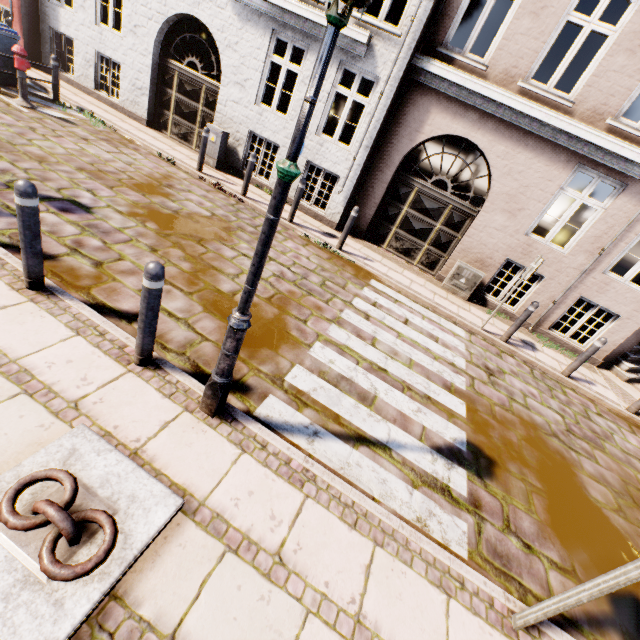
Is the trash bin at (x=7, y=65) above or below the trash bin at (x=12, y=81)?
above

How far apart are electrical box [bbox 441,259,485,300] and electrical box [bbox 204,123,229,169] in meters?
7.4 m

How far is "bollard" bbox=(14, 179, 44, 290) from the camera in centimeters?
284cm

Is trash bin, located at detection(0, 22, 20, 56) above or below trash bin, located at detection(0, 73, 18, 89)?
above

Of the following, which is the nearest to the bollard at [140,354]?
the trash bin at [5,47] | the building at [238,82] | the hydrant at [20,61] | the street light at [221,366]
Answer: the street light at [221,366]

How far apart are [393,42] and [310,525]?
9.4m

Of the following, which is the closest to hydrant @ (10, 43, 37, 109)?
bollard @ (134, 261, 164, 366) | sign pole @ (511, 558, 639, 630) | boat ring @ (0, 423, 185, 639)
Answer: bollard @ (134, 261, 164, 366)

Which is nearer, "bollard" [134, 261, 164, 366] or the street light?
the street light
